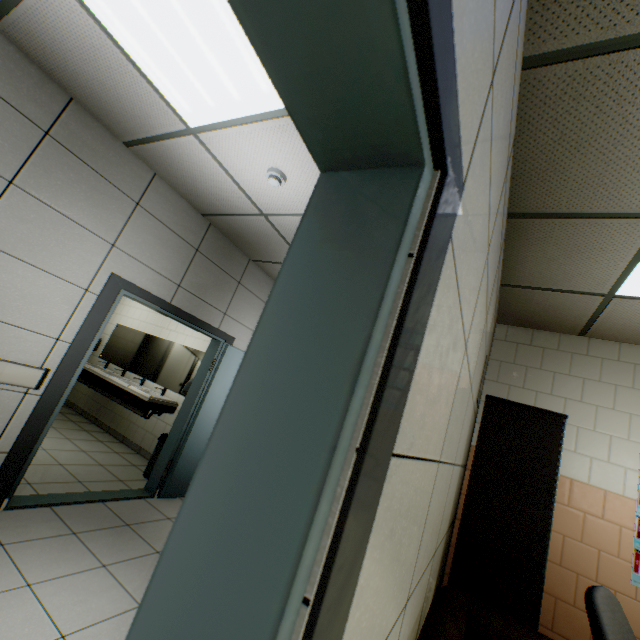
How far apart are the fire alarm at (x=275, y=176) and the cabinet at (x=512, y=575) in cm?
243

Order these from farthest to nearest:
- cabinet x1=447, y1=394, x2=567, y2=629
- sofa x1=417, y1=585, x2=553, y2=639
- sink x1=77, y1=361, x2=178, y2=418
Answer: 1. sink x1=77, y1=361, x2=178, y2=418
2. cabinet x1=447, y1=394, x2=567, y2=629
3. sofa x1=417, y1=585, x2=553, y2=639

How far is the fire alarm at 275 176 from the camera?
2.55m

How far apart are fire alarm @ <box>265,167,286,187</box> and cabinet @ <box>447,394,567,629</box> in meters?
2.4 m

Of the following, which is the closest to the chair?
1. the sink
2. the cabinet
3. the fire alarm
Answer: the cabinet

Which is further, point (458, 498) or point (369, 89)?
point (458, 498)

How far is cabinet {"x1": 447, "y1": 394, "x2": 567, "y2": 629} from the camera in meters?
2.1

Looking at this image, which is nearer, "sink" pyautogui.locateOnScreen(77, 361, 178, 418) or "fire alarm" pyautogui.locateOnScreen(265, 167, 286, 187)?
"fire alarm" pyautogui.locateOnScreen(265, 167, 286, 187)
